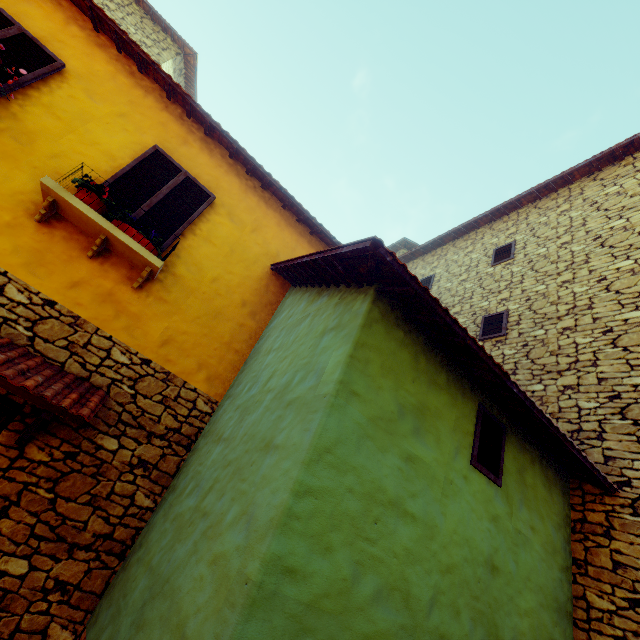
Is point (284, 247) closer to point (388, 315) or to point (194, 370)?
point (194, 370)

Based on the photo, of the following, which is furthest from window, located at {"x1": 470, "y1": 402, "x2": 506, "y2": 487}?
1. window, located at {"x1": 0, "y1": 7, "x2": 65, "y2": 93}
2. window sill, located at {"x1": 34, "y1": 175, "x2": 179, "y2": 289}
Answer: window sill, located at {"x1": 34, "y1": 175, "x2": 179, "y2": 289}

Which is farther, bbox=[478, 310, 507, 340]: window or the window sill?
bbox=[478, 310, 507, 340]: window

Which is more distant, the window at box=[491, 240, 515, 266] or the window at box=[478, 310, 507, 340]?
the window at box=[491, 240, 515, 266]

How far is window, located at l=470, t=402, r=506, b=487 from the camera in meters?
3.4 m

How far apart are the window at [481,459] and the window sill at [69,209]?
4.2 meters

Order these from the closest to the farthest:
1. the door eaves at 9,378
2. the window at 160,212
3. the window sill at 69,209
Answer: the door eaves at 9,378, the window sill at 69,209, the window at 160,212

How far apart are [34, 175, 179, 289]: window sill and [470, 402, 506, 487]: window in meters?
4.2 m
